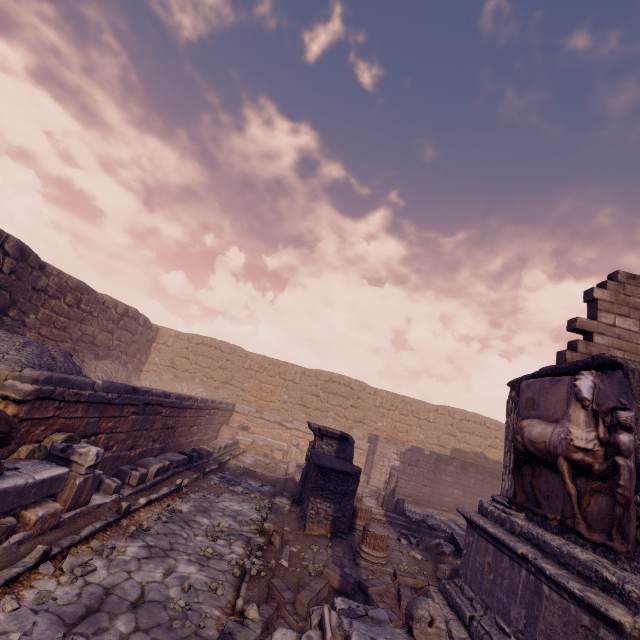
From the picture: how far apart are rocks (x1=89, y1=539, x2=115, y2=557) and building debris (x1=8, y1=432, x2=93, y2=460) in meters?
1.7 m

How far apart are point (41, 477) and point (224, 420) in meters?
12.9

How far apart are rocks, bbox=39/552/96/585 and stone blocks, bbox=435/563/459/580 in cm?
604

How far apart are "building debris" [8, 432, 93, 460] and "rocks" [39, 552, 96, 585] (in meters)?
2.04

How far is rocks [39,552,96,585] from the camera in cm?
364

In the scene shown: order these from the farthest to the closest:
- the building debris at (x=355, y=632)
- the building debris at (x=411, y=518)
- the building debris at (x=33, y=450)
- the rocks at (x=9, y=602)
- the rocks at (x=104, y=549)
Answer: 1. the building debris at (x=411, y=518)
2. the building debris at (x=33, y=450)
3. the rocks at (x=104, y=549)
4. the building debris at (x=355, y=632)
5. the rocks at (x=9, y=602)

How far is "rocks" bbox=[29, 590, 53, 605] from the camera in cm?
323

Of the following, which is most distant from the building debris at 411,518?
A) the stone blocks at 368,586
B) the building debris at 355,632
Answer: the building debris at 355,632
